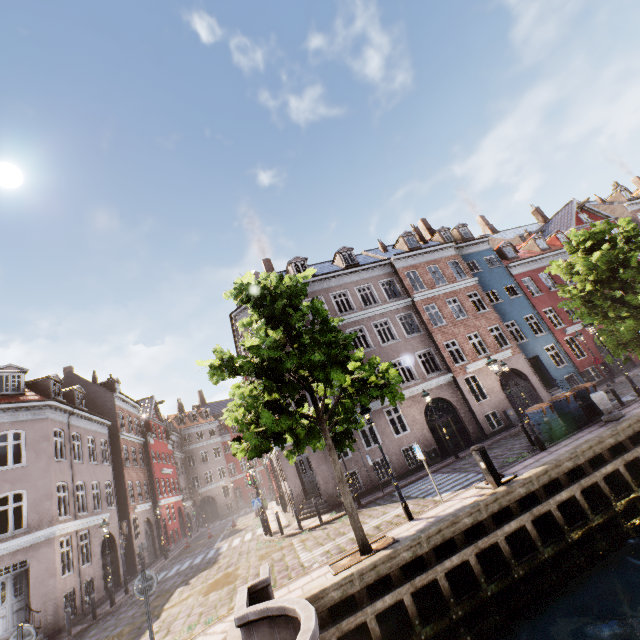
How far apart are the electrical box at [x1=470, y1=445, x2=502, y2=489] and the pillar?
6.0 meters

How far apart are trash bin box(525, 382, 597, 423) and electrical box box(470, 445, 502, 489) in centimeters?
628cm

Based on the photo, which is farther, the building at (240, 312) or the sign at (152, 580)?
the building at (240, 312)

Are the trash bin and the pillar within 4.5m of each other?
yes

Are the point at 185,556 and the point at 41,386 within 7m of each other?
no

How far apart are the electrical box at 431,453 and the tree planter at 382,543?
10.02m

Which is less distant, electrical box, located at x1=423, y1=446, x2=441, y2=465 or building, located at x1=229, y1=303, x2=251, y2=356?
electrical box, located at x1=423, y1=446, x2=441, y2=465

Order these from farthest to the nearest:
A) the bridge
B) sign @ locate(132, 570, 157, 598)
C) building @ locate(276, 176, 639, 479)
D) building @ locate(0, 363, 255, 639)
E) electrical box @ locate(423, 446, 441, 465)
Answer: building @ locate(276, 176, 639, 479), electrical box @ locate(423, 446, 441, 465), building @ locate(0, 363, 255, 639), sign @ locate(132, 570, 157, 598), the bridge
